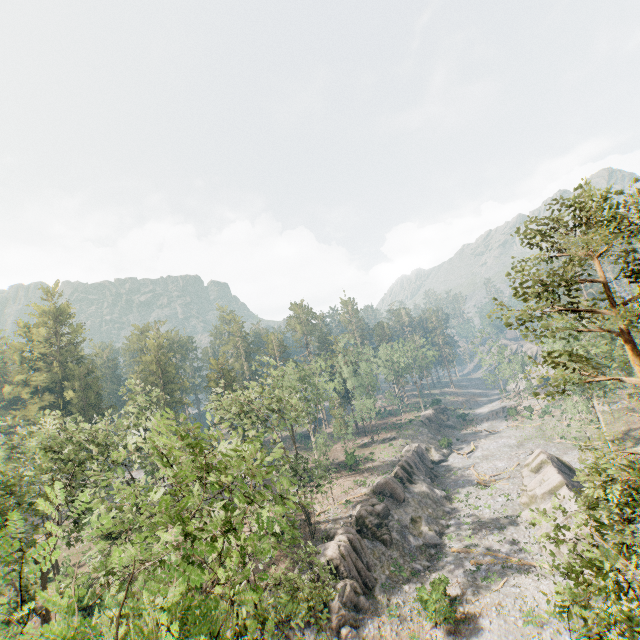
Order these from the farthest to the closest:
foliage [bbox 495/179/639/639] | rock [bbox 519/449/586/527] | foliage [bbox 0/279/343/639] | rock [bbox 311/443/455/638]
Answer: rock [bbox 519/449/586/527]
rock [bbox 311/443/455/638]
foliage [bbox 495/179/639/639]
foliage [bbox 0/279/343/639]

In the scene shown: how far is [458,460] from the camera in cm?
5512

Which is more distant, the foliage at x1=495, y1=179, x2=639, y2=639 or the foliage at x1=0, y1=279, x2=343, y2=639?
the foliage at x1=495, y1=179, x2=639, y2=639

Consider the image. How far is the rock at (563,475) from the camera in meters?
31.4

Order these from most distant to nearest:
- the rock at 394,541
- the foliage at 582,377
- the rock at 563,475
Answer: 1. the rock at 563,475
2. the rock at 394,541
3. the foliage at 582,377

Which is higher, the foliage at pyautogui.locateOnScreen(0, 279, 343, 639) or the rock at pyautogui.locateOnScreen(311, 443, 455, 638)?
the foliage at pyautogui.locateOnScreen(0, 279, 343, 639)

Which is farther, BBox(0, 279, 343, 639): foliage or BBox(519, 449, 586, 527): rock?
BBox(519, 449, 586, 527): rock
